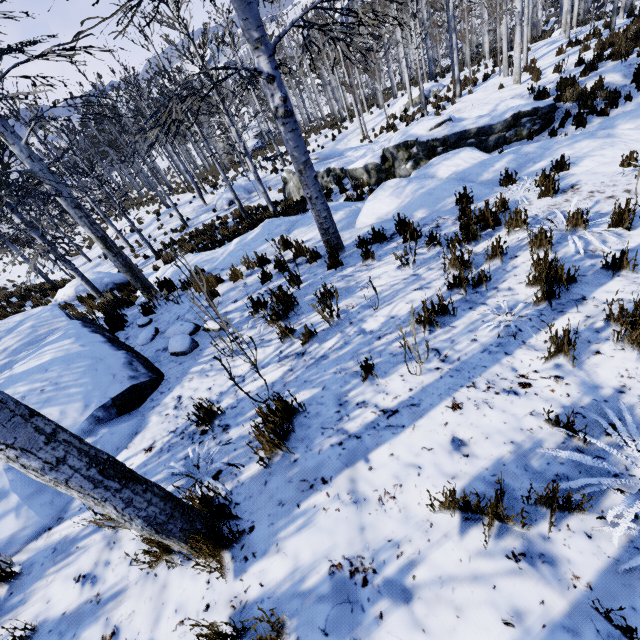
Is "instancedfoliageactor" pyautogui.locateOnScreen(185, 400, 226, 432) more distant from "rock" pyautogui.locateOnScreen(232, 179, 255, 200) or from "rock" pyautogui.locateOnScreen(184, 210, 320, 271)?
"rock" pyautogui.locateOnScreen(232, 179, 255, 200)

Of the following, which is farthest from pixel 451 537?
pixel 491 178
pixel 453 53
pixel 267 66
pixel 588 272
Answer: pixel 453 53

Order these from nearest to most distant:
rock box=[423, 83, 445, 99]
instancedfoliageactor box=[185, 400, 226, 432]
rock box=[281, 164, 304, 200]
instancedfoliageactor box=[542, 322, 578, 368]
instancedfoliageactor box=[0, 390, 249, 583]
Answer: instancedfoliageactor box=[0, 390, 249, 583]
instancedfoliageactor box=[542, 322, 578, 368]
instancedfoliageactor box=[185, 400, 226, 432]
rock box=[281, 164, 304, 200]
rock box=[423, 83, 445, 99]

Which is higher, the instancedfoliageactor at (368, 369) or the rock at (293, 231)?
the instancedfoliageactor at (368, 369)

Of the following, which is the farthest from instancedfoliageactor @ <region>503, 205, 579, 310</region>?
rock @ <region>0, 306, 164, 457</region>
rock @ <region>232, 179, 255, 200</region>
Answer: rock @ <region>232, 179, 255, 200</region>

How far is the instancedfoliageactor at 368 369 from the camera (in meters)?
3.05

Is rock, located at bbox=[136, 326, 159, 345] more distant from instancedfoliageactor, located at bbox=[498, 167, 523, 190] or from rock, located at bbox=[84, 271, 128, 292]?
rock, located at bbox=[84, 271, 128, 292]
